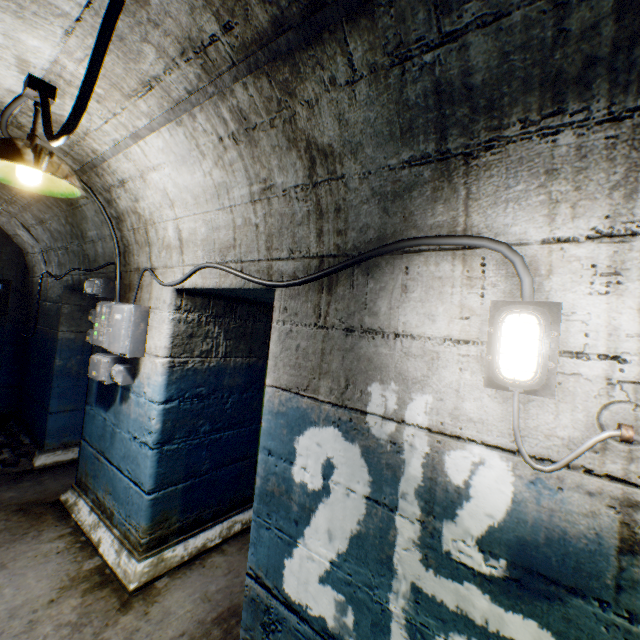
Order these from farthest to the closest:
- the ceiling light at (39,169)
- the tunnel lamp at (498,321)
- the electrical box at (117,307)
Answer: the electrical box at (117,307), the ceiling light at (39,169), the tunnel lamp at (498,321)

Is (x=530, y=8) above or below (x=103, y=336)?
above

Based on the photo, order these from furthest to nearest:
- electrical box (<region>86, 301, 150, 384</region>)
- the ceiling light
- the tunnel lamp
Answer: electrical box (<region>86, 301, 150, 384</region>) → the ceiling light → the tunnel lamp

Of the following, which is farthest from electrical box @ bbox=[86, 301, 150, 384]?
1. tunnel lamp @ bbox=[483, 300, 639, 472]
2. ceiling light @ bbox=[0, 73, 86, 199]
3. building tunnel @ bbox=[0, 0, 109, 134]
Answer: tunnel lamp @ bbox=[483, 300, 639, 472]

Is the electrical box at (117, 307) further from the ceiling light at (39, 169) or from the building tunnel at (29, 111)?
the ceiling light at (39, 169)

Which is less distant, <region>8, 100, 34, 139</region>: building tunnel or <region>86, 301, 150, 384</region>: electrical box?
<region>8, 100, 34, 139</region>: building tunnel

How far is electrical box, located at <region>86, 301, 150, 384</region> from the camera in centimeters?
243cm
